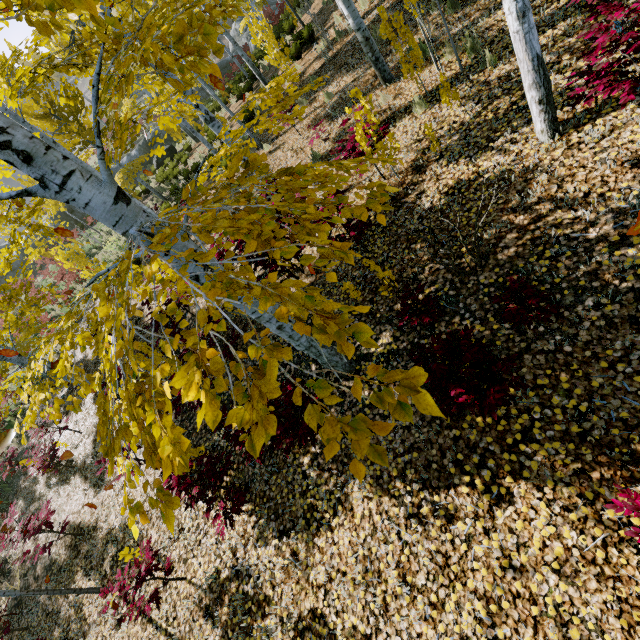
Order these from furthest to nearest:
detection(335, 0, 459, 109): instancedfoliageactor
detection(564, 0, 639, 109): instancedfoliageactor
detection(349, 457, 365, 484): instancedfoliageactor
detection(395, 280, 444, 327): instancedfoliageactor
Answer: detection(335, 0, 459, 109): instancedfoliageactor → detection(395, 280, 444, 327): instancedfoliageactor → detection(564, 0, 639, 109): instancedfoliageactor → detection(349, 457, 365, 484): instancedfoliageactor

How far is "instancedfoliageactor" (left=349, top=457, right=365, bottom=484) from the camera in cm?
79

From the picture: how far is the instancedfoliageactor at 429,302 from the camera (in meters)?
3.67

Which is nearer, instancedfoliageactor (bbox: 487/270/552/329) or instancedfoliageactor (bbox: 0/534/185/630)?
instancedfoliageactor (bbox: 487/270/552/329)

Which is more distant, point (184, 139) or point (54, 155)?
point (184, 139)

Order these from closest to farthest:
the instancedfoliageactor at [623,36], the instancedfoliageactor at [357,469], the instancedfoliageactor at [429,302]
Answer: the instancedfoliageactor at [357,469] → the instancedfoliageactor at [623,36] → the instancedfoliageactor at [429,302]
